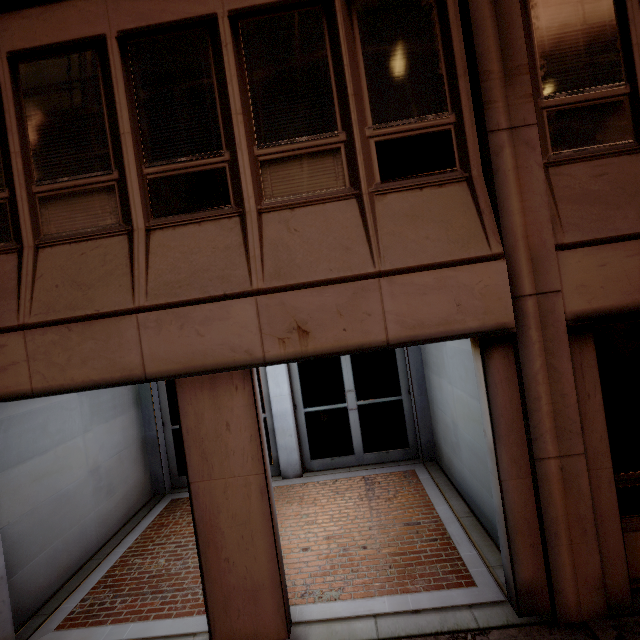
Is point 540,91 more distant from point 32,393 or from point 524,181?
point 32,393
